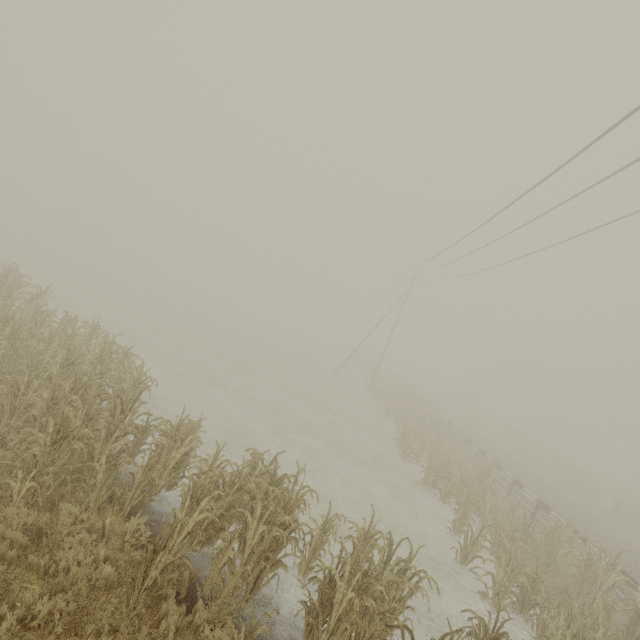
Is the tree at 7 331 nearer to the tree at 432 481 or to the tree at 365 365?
the tree at 432 481

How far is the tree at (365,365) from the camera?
37.62m

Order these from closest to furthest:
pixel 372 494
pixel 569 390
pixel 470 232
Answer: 1. pixel 372 494
2. pixel 470 232
3. pixel 569 390

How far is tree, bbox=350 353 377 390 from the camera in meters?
37.6

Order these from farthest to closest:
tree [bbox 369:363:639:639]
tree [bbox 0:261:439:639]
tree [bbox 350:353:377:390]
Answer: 1. tree [bbox 350:353:377:390]
2. tree [bbox 369:363:639:639]
3. tree [bbox 0:261:439:639]

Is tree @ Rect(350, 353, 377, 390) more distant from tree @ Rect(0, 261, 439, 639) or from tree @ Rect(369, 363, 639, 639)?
tree @ Rect(0, 261, 439, 639)

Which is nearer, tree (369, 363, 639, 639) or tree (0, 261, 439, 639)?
tree (0, 261, 439, 639)
